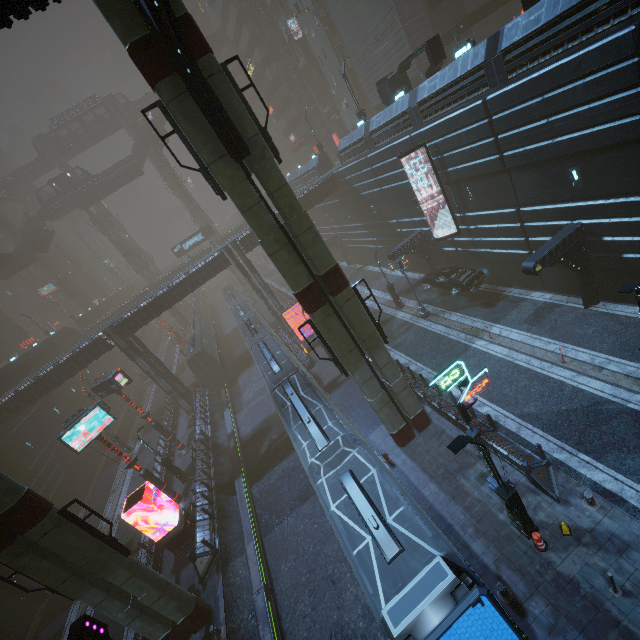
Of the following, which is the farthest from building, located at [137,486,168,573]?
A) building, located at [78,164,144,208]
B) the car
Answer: building, located at [78,164,144,208]

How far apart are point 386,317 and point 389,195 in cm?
1047

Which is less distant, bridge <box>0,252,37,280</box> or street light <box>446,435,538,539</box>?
street light <box>446,435,538,539</box>

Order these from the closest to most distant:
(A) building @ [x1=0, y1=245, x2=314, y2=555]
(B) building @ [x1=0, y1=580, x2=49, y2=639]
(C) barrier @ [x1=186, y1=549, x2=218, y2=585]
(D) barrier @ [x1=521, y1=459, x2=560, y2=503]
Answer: (D) barrier @ [x1=521, y1=459, x2=560, y2=503]
(C) barrier @ [x1=186, y1=549, x2=218, y2=585]
(B) building @ [x1=0, y1=580, x2=49, y2=639]
(A) building @ [x1=0, y1=245, x2=314, y2=555]

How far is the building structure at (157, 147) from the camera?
54.7 meters

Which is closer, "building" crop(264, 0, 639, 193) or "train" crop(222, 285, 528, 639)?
"train" crop(222, 285, 528, 639)

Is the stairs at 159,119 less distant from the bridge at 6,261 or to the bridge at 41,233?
the bridge at 41,233

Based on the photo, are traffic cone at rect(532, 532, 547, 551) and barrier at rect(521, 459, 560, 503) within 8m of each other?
yes
